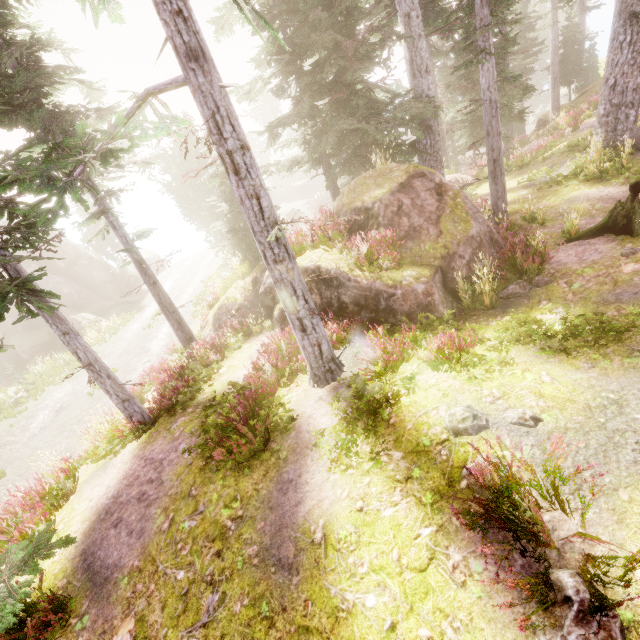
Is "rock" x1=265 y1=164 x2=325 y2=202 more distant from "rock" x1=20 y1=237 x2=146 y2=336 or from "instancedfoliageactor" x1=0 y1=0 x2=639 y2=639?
"rock" x1=20 y1=237 x2=146 y2=336

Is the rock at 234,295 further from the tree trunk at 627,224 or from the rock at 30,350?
the rock at 30,350

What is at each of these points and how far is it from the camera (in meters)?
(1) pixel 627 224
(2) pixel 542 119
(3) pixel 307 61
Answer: (1) tree trunk, 7.85
(2) rock, 27.02
(3) instancedfoliageactor, 44.38

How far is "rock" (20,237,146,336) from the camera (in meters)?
31.66

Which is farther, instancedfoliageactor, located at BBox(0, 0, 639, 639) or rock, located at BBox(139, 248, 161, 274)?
rock, located at BBox(139, 248, 161, 274)

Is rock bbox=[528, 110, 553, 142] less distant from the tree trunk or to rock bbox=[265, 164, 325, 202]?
rock bbox=[265, 164, 325, 202]

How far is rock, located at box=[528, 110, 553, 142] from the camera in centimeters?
2605cm

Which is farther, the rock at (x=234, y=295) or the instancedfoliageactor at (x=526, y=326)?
the rock at (x=234, y=295)
